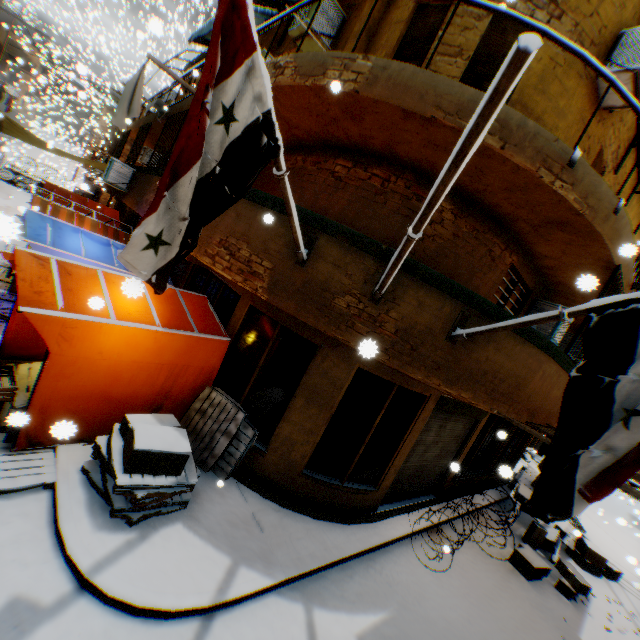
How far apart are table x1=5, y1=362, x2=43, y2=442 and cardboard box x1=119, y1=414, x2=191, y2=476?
0.7 meters

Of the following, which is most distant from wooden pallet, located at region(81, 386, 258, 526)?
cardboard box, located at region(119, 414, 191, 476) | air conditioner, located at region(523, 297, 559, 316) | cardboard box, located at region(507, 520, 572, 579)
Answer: cardboard box, located at region(507, 520, 572, 579)

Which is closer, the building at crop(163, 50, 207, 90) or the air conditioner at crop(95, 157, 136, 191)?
the building at crop(163, 50, 207, 90)

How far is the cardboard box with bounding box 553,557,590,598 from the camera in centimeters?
800cm

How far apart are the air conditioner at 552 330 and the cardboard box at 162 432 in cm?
397

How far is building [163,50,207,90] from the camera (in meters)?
9.17

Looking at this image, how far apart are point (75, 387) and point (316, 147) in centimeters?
593cm

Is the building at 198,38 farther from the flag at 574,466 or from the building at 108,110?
the building at 108,110
